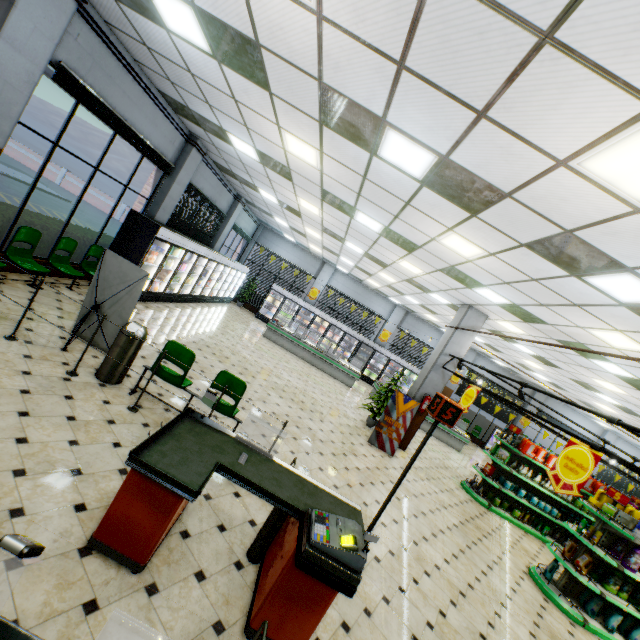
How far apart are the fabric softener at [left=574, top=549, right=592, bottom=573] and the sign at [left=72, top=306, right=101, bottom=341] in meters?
9.6 m

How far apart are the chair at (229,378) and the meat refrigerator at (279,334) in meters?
9.5

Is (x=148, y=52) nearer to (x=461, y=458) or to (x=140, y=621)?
(x=140, y=621)

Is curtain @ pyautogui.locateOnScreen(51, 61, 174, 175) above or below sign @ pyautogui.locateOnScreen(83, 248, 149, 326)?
above

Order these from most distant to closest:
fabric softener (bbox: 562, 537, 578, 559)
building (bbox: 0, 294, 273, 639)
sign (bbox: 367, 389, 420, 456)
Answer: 1. sign (bbox: 367, 389, 420, 456)
2. fabric softener (bbox: 562, 537, 578, 559)
3. building (bbox: 0, 294, 273, 639)

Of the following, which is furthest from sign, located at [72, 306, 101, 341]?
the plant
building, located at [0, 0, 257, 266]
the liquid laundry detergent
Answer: the liquid laundry detergent

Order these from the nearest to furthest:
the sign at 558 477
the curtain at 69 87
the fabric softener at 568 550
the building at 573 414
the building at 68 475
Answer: the building at 68 475 < the sign at 558 477 < the curtain at 69 87 < the fabric softener at 568 550 < the building at 573 414

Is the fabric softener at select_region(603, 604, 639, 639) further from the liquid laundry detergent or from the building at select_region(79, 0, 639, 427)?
the liquid laundry detergent
